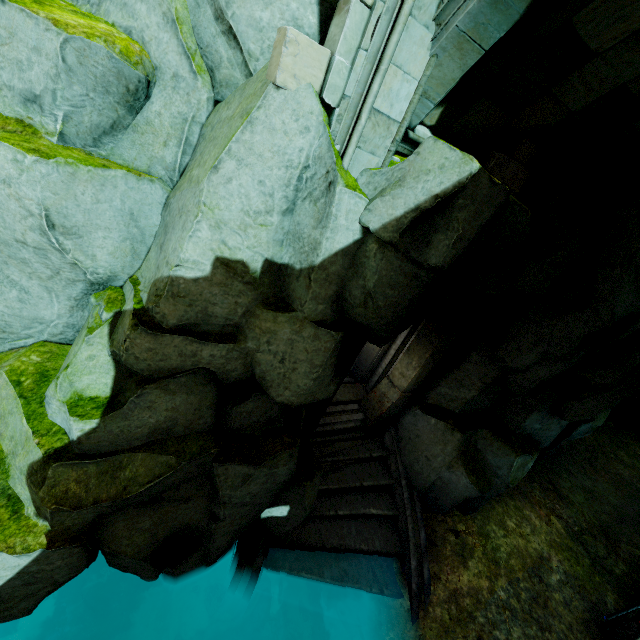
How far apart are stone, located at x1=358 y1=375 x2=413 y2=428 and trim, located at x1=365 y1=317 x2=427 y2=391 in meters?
0.0 m

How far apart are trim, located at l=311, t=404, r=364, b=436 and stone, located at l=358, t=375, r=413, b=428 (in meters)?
0.01

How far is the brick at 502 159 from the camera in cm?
460

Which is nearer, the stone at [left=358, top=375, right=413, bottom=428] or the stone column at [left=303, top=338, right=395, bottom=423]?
the stone column at [left=303, top=338, right=395, bottom=423]

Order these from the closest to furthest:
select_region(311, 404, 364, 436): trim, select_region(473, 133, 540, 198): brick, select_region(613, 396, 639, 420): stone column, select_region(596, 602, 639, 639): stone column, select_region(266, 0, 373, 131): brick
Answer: select_region(266, 0, 373, 131): brick → select_region(473, 133, 540, 198): brick → select_region(596, 602, 639, 639): stone column → select_region(311, 404, 364, 436): trim → select_region(613, 396, 639, 420): stone column

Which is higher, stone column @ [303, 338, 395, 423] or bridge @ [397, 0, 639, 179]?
bridge @ [397, 0, 639, 179]

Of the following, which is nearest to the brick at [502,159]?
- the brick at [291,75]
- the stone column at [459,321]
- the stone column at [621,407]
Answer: the stone column at [459,321]

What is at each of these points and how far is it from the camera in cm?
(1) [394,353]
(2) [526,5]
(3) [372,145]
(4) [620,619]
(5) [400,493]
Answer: (1) trim, 882
(2) bridge, 293
(3) stone column, 365
(4) stone column, 718
(5) stair, 835
